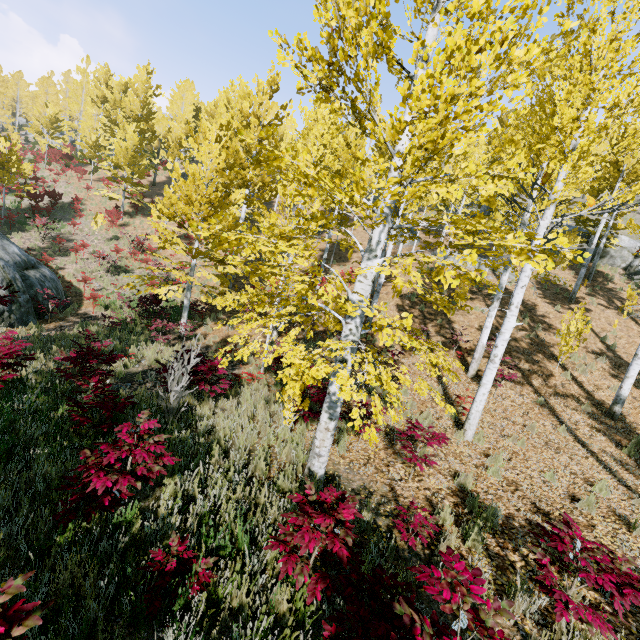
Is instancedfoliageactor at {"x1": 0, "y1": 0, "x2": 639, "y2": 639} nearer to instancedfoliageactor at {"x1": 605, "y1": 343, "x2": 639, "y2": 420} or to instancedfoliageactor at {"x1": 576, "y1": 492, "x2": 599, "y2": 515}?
instancedfoliageactor at {"x1": 576, "y1": 492, "x2": 599, "y2": 515}

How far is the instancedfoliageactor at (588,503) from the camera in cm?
586

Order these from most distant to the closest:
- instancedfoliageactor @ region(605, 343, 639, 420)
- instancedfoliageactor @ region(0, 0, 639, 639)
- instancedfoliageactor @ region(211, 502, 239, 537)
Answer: instancedfoliageactor @ region(605, 343, 639, 420) < instancedfoliageactor @ region(211, 502, 239, 537) < instancedfoliageactor @ region(0, 0, 639, 639)

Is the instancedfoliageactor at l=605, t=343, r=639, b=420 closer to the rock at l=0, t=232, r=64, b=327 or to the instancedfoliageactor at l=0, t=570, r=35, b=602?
the instancedfoliageactor at l=0, t=570, r=35, b=602

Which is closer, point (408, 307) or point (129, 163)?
point (408, 307)

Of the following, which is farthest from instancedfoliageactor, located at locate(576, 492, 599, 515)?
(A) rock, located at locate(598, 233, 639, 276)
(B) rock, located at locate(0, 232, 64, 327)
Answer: (A) rock, located at locate(598, 233, 639, 276)

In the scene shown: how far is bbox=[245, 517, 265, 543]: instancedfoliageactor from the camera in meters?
3.8

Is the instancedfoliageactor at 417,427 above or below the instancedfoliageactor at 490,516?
above
